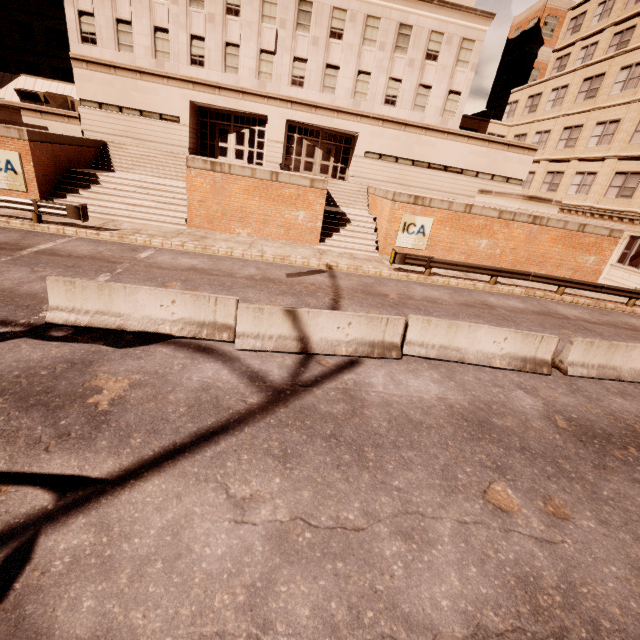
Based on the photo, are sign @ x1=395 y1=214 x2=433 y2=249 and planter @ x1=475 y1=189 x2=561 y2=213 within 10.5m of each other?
yes

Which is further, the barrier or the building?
the building

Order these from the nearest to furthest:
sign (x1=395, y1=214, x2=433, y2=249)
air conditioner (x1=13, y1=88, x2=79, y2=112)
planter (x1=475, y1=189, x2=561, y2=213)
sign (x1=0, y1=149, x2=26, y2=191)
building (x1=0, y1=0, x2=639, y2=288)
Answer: sign (x1=0, y1=149, x2=26, y2=191) → sign (x1=395, y1=214, x2=433, y2=249) → planter (x1=475, y1=189, x2=561, y2=213) → building (x1=0, y1=0, x2=639, y2=288) → air conditioner (x1=13, y1=88, x2=79, y2=112)

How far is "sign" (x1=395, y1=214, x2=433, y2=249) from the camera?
17.4m

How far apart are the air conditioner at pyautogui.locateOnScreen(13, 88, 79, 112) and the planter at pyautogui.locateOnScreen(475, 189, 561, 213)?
30.82m

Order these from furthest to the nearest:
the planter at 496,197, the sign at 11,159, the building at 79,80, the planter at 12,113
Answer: the building at 79,80 < the planter at 496,197 < the planter at 12,113 < the sign at 11,159

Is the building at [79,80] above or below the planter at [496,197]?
above

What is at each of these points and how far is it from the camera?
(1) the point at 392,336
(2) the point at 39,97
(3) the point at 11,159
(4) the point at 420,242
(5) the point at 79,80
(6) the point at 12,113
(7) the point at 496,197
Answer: (1) barrier, 7.88m
(2) air conditioner, 23.53m
(3) sign, 14.96m
(4) sign, 17.95m
(5) building, 22.22m
(6) planter, 18.58m
(7) planter, 20.64m
